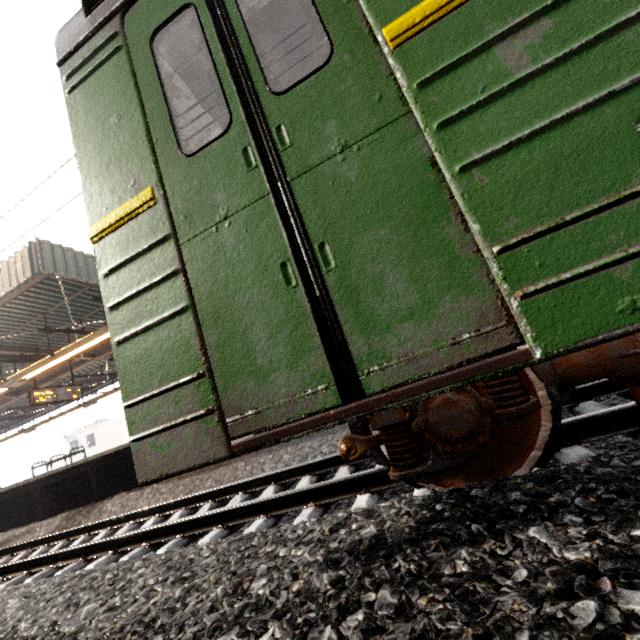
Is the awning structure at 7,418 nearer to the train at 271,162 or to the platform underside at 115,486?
the train at 271,162

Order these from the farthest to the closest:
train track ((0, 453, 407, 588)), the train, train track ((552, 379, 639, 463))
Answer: train track ((0, 453, 407, 588)) → train track ((552, 379, 639, 463)) → the train

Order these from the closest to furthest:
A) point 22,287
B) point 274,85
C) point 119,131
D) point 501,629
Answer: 1. point 501,629
2. point 119,131
3. point 274,85
4. point 22,287

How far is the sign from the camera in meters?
10.1 m

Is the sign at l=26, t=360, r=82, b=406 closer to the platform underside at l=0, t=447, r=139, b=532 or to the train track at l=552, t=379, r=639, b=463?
the platform underside at l=0, t=447, r=139, b=532

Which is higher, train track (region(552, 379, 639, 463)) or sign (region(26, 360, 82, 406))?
sign (region(26, 360, 82, 406))

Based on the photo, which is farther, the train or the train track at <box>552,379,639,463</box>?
the train track at <box>552,379,639,463</box>

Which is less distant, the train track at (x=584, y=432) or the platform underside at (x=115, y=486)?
the train track at (x=584, y=432)
